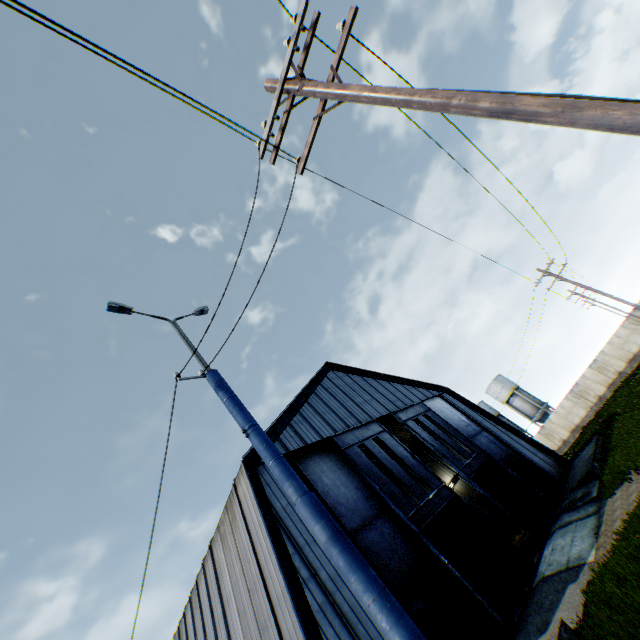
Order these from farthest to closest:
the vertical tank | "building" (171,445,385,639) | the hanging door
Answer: the vertical tank < the hanging door < "building" (171,445,385,639)

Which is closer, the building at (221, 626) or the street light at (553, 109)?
the street light at (553, 109)

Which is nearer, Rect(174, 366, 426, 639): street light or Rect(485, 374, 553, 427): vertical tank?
Rect(174, 366, 426, 639): street light

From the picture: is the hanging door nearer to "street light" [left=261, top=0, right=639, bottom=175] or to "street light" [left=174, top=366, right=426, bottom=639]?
"street light" [left=174, top=366, right=426, bottom=639]

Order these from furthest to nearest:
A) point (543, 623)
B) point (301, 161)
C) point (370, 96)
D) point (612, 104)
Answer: point (543, 623) → point (301, 161) → point (370, 96) → point (612, 104)

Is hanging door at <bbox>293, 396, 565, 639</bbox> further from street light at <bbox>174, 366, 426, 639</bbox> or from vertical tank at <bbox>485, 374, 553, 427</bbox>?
vertical tank at <bbox>485, 374, 553, 427</bbox>

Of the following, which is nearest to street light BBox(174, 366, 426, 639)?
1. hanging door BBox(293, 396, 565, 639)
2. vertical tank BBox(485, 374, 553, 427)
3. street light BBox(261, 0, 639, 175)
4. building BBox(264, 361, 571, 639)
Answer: street light BBox(261, 0, 639, 175)

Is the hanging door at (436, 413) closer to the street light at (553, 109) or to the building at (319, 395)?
the building at (319, 395)
